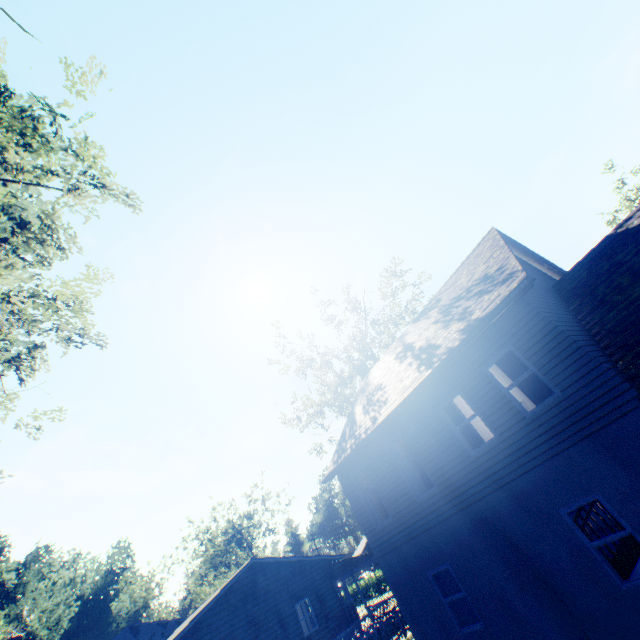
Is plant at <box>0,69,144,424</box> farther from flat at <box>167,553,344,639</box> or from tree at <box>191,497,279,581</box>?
tree at <box>191,497,279,581</box>

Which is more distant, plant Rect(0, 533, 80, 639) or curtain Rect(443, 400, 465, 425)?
plant Rect(0, 533, 80, 639)

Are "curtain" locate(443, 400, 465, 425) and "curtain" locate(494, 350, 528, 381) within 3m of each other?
Result: yes

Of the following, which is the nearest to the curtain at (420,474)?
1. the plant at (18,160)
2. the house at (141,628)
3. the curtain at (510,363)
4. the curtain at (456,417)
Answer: the curtain at (456,417)

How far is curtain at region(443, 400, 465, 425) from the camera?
9.9m

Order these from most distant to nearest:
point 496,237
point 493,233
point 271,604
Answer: point 271,604, point 493,233, point 496,237

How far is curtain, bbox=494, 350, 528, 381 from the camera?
8.70m

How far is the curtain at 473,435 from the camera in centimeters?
949cm
